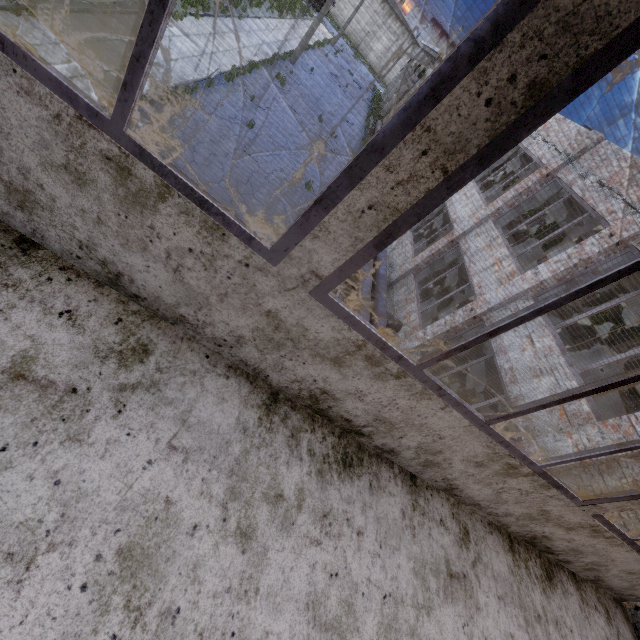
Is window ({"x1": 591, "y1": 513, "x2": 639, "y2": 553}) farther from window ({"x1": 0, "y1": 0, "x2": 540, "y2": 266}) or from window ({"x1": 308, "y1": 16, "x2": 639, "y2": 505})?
window ({"x1": 0, "y1": 0, "x2": 540, "y2": 266})

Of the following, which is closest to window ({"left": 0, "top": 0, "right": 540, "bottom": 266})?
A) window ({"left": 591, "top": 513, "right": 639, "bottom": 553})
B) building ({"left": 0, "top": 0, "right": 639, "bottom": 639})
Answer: Answer: building ({"left": 0, "top": 0, "right": 639, "bottom": 639})

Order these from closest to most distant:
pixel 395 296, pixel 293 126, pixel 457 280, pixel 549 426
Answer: pixel 549 426, pixel 395 296, pixel 293 126, pixel 457 280

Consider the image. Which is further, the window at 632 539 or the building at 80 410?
the window at 632 539

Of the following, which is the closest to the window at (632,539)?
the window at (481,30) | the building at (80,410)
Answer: the building at (80,410)

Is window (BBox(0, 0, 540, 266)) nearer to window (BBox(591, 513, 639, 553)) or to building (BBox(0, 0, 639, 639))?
building (BBox(0, 0, 639, 639))
